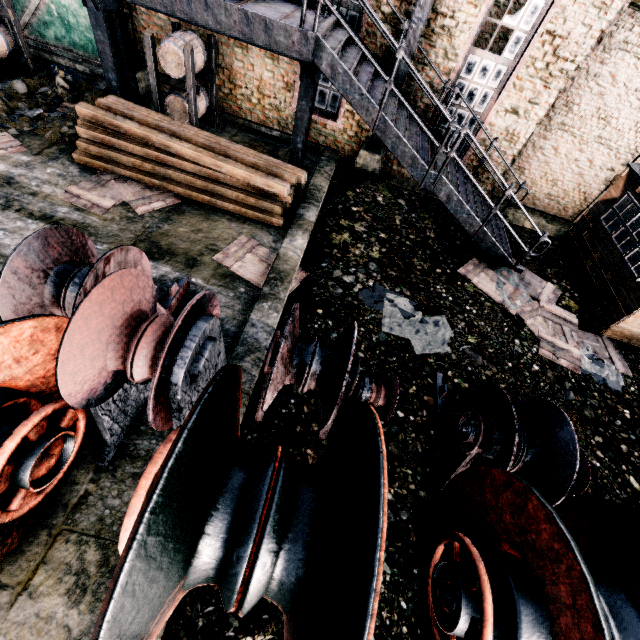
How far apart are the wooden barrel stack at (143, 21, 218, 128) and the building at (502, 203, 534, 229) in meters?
10.4

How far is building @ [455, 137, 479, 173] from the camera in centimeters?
1083cm

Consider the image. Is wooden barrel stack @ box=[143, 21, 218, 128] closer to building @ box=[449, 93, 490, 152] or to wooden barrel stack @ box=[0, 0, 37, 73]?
building @ box=[449, 93, 490, 152]

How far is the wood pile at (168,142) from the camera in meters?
7.9

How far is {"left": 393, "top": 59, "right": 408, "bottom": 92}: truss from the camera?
9.03m

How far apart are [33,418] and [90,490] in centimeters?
201cm

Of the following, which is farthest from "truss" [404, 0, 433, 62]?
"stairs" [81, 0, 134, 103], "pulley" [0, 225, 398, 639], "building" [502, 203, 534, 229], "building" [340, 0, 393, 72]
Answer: "pulley" [0, 225, 398, 639]

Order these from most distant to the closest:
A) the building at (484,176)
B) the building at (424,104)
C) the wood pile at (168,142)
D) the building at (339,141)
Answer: the building at (484,176) < the building at (339,141) < the building at (424,104) < the wood pile at (168,142)
